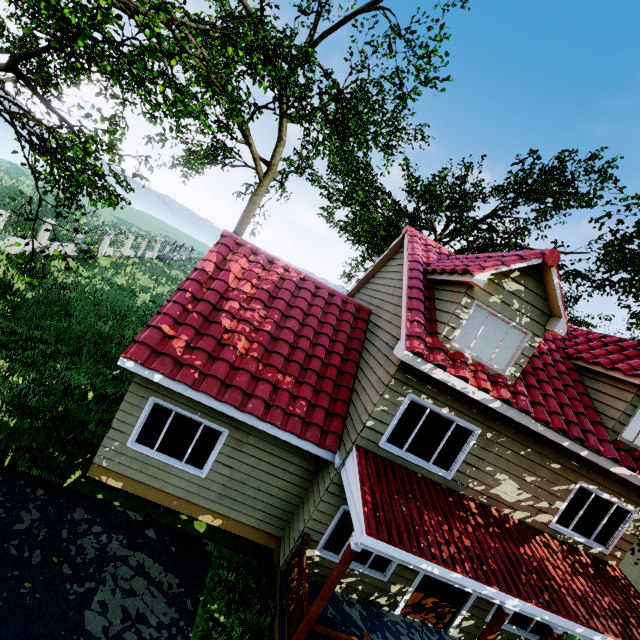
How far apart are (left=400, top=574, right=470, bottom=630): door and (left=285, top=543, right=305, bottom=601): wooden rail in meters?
3.1 m

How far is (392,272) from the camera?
10.6m

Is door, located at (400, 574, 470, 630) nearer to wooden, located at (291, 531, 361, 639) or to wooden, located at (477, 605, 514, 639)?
wooden, located at (477, 605, 514, 639)

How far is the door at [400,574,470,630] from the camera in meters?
8.0 m

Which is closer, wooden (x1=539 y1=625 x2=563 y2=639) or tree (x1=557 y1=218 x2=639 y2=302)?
wooden (x1=539 y1=625 x2=563 y2=639)

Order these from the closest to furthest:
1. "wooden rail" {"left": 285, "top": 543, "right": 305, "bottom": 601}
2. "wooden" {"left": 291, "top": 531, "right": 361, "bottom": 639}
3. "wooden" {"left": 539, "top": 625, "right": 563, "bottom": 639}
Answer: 1. "wooden" {"left": 291, "top": 531, "right": 361, "bottom": 639}
2. "wooden" {"left": 539, "top": 625, "right": 563, "bottom": 639}
3. "wooden rail" {"left": 285, "top": 543, "right": 305, "bottom": 601}

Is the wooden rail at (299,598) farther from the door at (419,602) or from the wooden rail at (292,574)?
the door at (419,602)

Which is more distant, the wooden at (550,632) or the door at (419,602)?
the door at (419,602)
